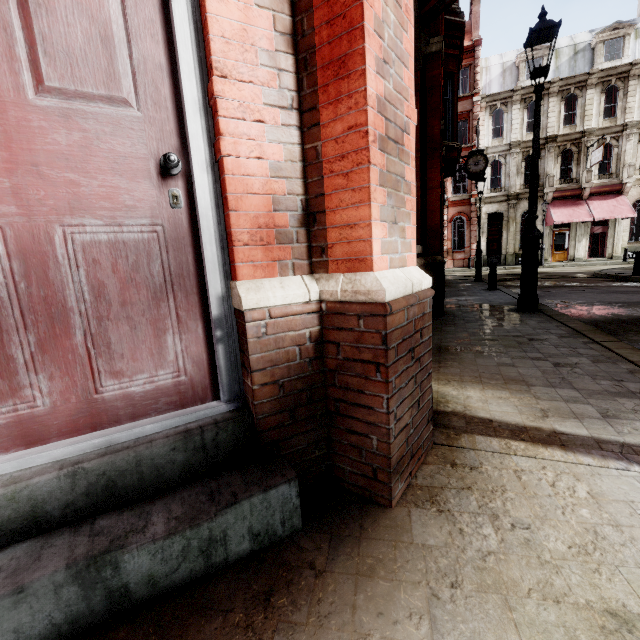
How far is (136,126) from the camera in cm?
121

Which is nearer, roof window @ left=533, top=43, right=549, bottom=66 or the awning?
the awning

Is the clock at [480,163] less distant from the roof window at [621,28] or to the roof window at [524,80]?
the roof window at [524,80]

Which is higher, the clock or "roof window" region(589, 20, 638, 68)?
"roof window" region(589, 20, 638, 68)

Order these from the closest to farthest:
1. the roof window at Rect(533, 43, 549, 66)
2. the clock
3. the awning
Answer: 1. the clock
2. the awning
3. the roof window at Rect(533, 43, 549, 66)

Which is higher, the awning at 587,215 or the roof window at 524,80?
the roof window at 524,80

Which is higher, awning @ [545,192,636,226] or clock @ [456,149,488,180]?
clock @ [456,149,488,180]

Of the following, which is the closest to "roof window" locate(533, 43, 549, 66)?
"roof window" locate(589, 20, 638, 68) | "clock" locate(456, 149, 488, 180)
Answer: "roof window" locate(589, 20, 638, 68)
